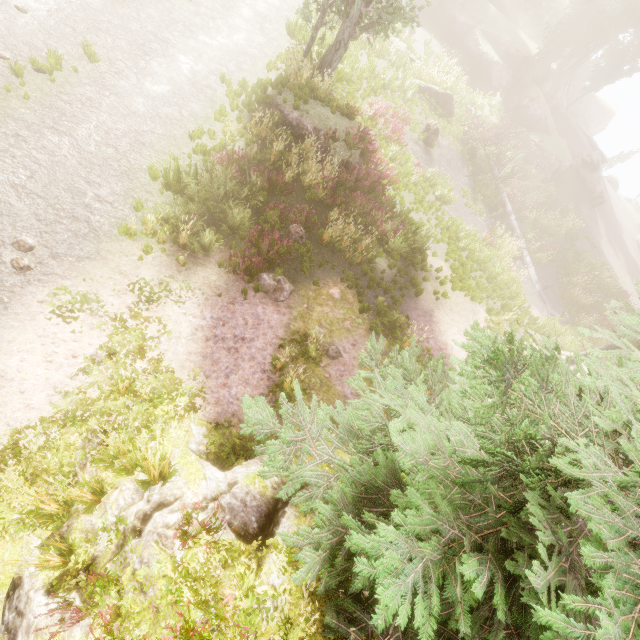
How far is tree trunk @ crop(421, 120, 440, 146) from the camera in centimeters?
1920cm

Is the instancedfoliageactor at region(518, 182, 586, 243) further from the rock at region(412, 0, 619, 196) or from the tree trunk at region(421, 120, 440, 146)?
the tree trunk at region(421, 120, 440, 146)

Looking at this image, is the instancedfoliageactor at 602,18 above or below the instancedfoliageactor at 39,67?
above

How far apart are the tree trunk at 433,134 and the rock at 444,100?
3.48m

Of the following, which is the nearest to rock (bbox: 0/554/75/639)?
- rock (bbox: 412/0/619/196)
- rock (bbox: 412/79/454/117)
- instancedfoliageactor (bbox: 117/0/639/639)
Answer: instancedfoliageactor (bbox: 117/0/639/639)

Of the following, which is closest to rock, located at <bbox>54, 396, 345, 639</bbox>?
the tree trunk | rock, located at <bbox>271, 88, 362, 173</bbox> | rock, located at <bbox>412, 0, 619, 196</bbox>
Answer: rock, located at <bbox>271, 88, 362, 173</bbox>

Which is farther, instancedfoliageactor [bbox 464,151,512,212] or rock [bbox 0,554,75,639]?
instancedfoliageactor [bbox 464,151,512,212]

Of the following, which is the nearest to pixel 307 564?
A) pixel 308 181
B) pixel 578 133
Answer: pixel 308 181
